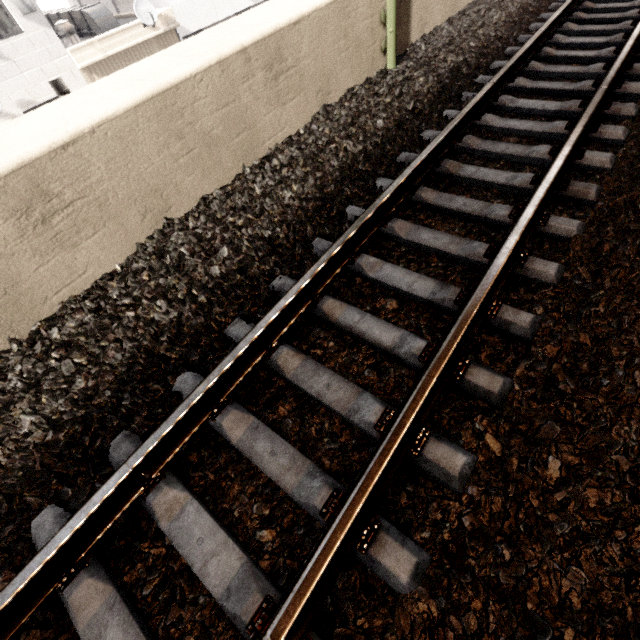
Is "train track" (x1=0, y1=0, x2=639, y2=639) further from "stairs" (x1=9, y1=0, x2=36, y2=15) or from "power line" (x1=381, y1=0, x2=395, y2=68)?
"stairs" (x1=9, y1=0, x2=36, y2=15)

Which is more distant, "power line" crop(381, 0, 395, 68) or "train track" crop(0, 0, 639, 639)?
"power line" crop(381, 0, 395, 68)

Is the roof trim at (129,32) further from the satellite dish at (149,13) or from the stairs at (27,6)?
the stairs at (27,6)

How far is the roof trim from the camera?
10.25m

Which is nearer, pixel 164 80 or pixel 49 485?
pixel 49 485

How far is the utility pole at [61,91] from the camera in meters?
5.2

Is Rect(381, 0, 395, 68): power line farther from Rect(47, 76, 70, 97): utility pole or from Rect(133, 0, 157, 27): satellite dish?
Rect(133, 0, 157, 27): satellite dish

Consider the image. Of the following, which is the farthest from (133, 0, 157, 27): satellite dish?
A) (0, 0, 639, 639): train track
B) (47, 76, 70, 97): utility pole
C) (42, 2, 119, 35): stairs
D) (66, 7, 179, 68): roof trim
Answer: (0, 0, 639, 639): train track
